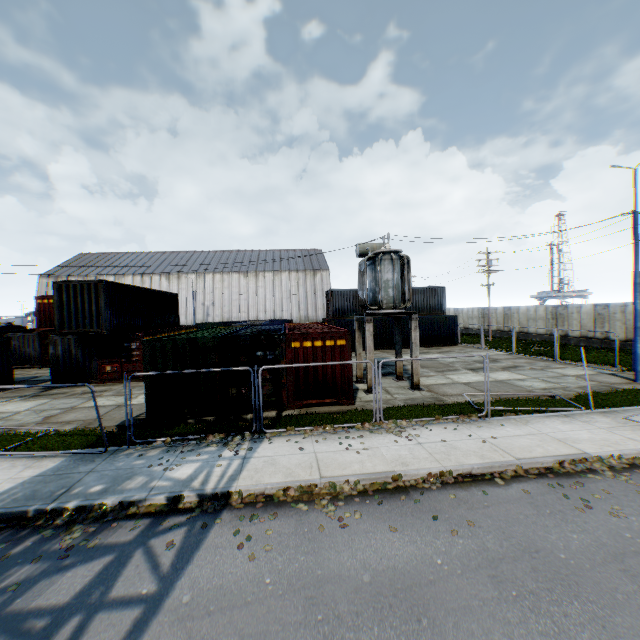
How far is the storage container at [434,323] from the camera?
30.5m

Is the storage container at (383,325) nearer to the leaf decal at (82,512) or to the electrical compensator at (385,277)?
the electrical compensator at (385,277)

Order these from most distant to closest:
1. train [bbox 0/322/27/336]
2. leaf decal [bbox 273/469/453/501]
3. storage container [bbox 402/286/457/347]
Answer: storage container [bbox 402/286/457/347], train [bbox 0/322/27/336], leaf decal [bbox 273/469/453/501]

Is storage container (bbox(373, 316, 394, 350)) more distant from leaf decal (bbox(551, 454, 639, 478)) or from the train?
the train

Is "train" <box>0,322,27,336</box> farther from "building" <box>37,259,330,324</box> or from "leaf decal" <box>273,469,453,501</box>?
"leaf decal" <box>273,469,453,501</box>

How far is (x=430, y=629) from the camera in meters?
4.0

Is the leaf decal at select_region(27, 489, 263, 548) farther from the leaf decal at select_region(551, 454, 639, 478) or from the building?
the building

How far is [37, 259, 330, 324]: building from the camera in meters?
53.5 m
